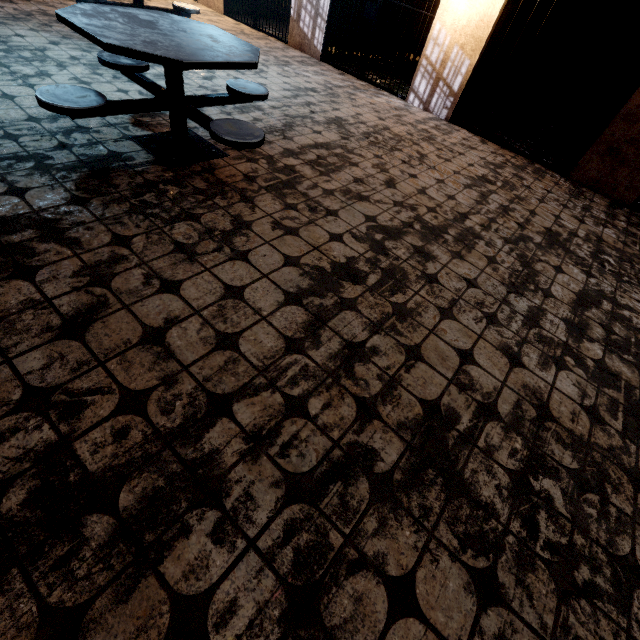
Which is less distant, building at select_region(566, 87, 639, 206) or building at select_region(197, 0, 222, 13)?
building at select_region(566, 87, 639, 206)

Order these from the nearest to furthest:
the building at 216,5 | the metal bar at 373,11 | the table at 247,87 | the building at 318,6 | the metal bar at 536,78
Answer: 1. the table at 247,87
2. the metal bar at 536,78
3. the metal bar at 373,11
4. the building at 318,6
5. the building at 216,5

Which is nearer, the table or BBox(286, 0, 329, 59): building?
the table

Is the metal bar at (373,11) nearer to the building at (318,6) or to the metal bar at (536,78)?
the building at (318,6)

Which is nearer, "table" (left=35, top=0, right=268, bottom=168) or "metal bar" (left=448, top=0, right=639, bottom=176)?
"table" (left=35, top=0, right=268, bottom=168)

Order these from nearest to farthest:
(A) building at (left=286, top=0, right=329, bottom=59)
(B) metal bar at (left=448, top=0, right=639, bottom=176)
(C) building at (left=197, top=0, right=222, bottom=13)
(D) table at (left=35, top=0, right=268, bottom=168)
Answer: (D) table at (left=35, top=0, right=268, bottom=168) → (B) metal bar at (left=448, top=0, right=639, bottom=176) → (A) building at (left=286, top=0, right=329, bottom=59) → (C) building at (left=197, top=0, right=222, bottom=13)

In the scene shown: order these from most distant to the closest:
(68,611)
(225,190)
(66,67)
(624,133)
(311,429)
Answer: (624,133) < (66,67) < (225,190) < (311,429) < (68,611)
